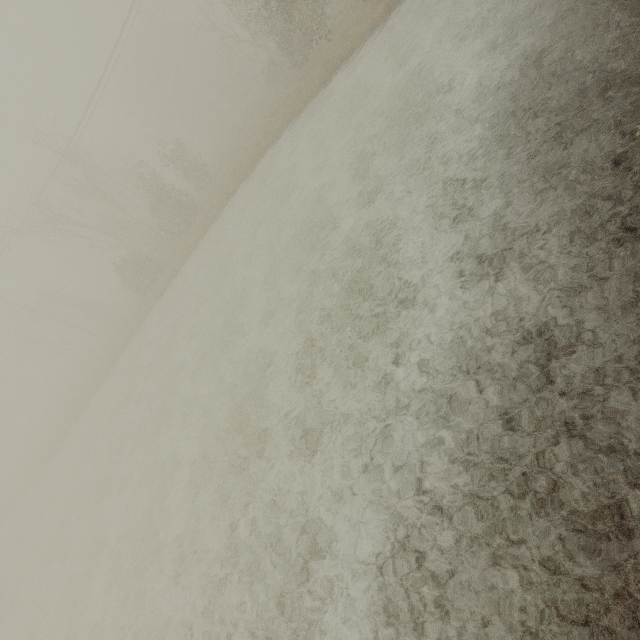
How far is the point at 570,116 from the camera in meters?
5.9
